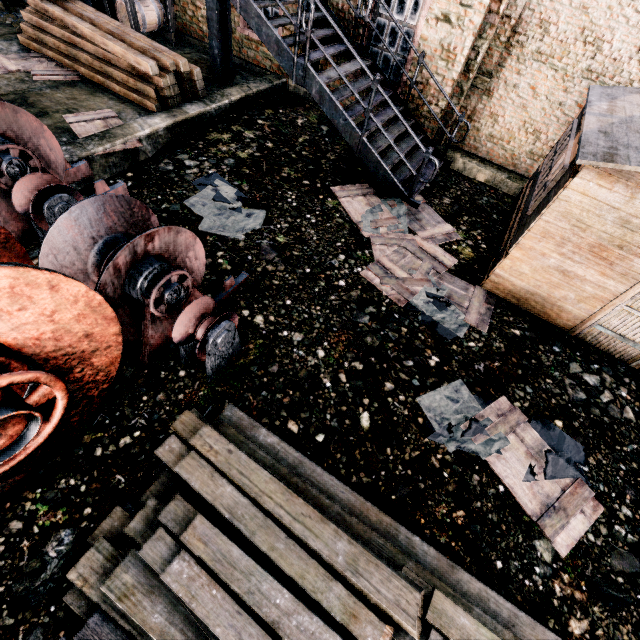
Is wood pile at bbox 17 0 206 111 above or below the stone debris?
above

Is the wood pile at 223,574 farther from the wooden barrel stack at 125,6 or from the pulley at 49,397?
the wooden barrel stack at 125,6

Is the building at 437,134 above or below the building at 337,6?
below

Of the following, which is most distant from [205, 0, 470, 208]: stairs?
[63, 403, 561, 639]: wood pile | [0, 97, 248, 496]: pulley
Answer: [63, 403, 561, 639]: wood pile

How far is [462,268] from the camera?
7.4m

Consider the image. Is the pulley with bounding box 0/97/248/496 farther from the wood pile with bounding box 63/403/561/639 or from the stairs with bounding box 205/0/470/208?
the stairs with bounding box 205/0/470/208

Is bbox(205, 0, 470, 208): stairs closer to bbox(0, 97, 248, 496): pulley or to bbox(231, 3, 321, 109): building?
bbox(231, 3, 321, 109): building

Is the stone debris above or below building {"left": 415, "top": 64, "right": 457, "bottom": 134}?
below
